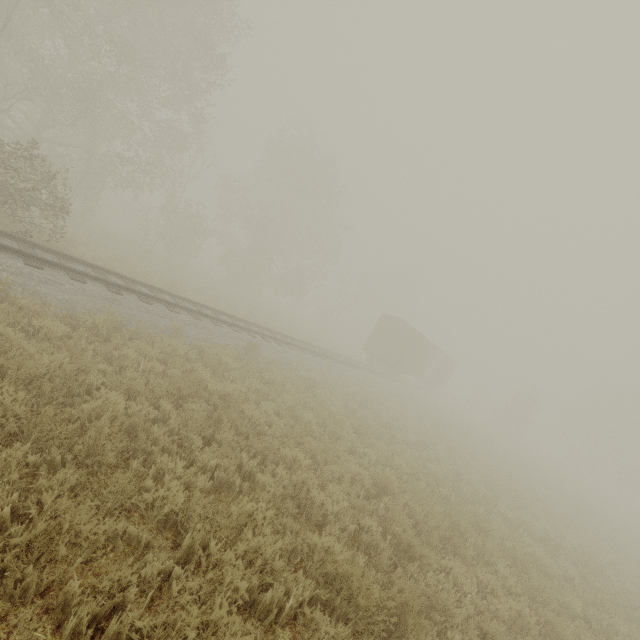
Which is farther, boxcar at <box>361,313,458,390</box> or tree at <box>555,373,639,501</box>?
tree at <box>555,373,639,501</box>

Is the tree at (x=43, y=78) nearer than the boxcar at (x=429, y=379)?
Yes

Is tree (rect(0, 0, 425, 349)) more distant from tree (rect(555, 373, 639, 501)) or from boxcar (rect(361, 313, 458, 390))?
tree (rect(555, 373, 639, 501))

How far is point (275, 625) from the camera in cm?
371

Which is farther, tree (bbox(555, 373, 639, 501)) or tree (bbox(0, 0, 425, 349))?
tree (bbox(555, 373, 639, 501))

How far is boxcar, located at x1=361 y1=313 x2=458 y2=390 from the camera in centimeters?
2602cm

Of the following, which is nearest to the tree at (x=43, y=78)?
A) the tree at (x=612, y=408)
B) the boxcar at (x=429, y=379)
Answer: the boxcar at (x=429, y=379)

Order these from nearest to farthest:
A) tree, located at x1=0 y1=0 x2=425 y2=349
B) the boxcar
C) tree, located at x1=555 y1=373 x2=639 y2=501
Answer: tree, located at x1=0 y1=0 x2=425 y2=349
the boxcar
tree, located at x1=555 y1=373 x2=639 y2=501
